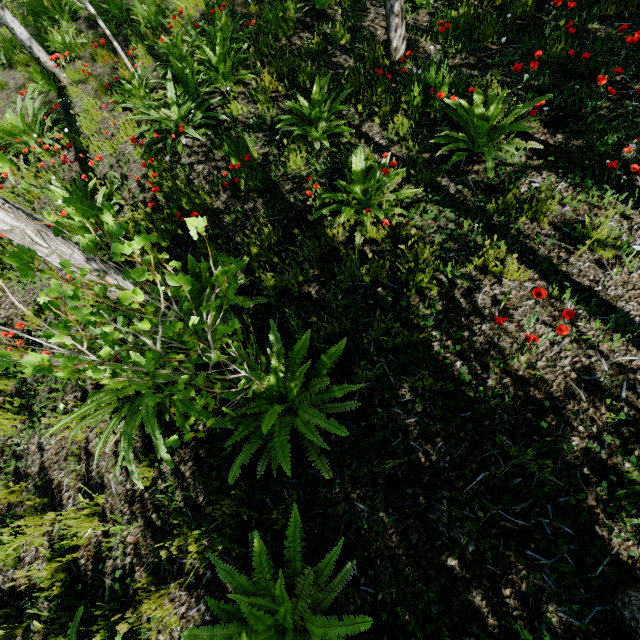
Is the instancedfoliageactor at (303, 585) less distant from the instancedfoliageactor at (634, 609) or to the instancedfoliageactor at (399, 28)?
the instancedfoliageactor at (634, 609)

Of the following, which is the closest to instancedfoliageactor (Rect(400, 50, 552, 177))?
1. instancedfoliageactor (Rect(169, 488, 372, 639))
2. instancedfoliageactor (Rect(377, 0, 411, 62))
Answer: instancedfoliageactor (Rect(377, 0, 411, 62))

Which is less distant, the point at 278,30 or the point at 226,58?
the point at 226,58

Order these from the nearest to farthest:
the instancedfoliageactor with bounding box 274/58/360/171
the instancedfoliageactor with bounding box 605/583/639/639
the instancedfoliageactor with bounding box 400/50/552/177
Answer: the instancedfoliageactor with bounding box 605/583/639/639 → the instancedfoliageactor with bounding box 400/50/552/177 → the instancedfoliageactor with bounding box 274/58/360/171

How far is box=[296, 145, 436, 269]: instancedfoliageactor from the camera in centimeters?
303cm

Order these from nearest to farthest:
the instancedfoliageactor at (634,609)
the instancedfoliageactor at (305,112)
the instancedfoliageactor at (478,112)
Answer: the instancedfoliageactor at (634,609) → the instancedfoliageactor at (478,112) → the instancedfoliageactor at (305,112)
